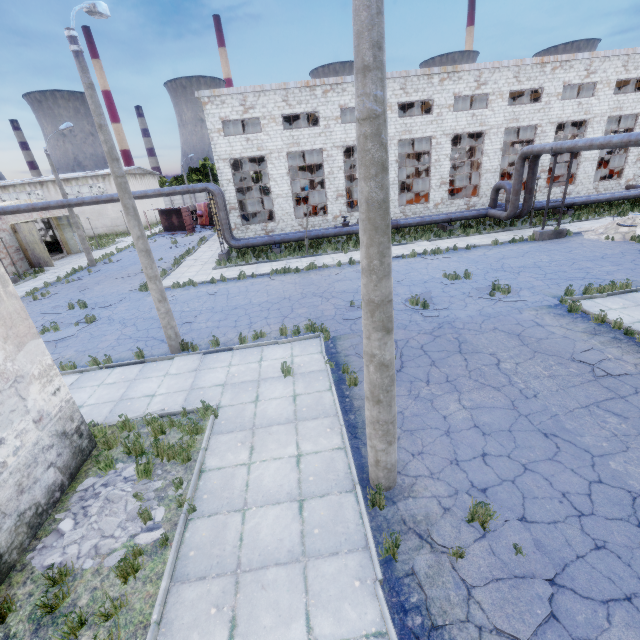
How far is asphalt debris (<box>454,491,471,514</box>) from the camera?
5.26m

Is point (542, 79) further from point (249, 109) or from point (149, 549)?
point (149, 549)

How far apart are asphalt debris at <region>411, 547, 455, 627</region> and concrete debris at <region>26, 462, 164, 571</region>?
4.0m

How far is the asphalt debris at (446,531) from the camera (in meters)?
4.80

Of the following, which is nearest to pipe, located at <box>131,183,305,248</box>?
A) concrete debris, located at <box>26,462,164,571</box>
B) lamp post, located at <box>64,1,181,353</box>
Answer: lamp post, located at <box>64,1,181,353</box>

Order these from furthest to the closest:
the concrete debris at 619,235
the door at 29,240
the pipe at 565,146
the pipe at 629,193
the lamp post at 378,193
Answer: the door at 29,240 → the pipe at 629,193 → the concrete debris at 619,235 → the pipe at 565,146 → the lamp post at 378,193

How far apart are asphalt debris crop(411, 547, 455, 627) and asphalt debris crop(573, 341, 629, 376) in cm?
491
